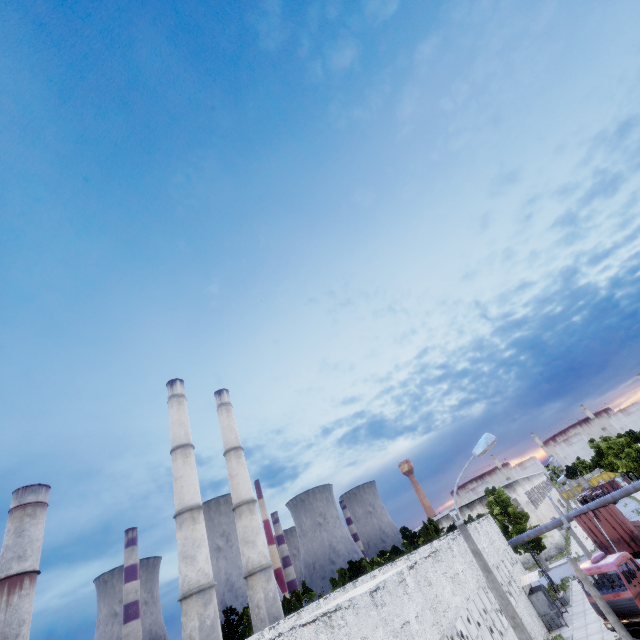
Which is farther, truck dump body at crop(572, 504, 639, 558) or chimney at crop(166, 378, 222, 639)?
chimney at crop(166, 378, 222, 639)

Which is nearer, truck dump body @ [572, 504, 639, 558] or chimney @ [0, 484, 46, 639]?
truck dump body @ [572, 504, 639, 558]

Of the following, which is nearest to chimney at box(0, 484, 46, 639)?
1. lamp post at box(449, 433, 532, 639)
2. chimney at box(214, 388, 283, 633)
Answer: chimney at box(214, 388, 283, 633)

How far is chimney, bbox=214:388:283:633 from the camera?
29.3 meters

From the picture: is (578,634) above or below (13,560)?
below

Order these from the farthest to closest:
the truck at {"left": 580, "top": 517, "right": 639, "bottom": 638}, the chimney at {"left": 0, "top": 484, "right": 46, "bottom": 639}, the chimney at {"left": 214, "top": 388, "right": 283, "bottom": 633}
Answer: the chimney at {"left": 0, "top": 484, "right": 46, "bottom": 639}
the chimney at {"left": 214, "top": 388, "right": 283, "bottom": 633}
the truck at {"left": 580, "top": 517, "right": 639, "bottom": 638}

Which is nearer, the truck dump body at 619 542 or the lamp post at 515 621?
the lamp post at 515 621

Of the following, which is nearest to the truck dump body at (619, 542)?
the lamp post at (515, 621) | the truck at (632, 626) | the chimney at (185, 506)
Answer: the truck at (632, 626)
